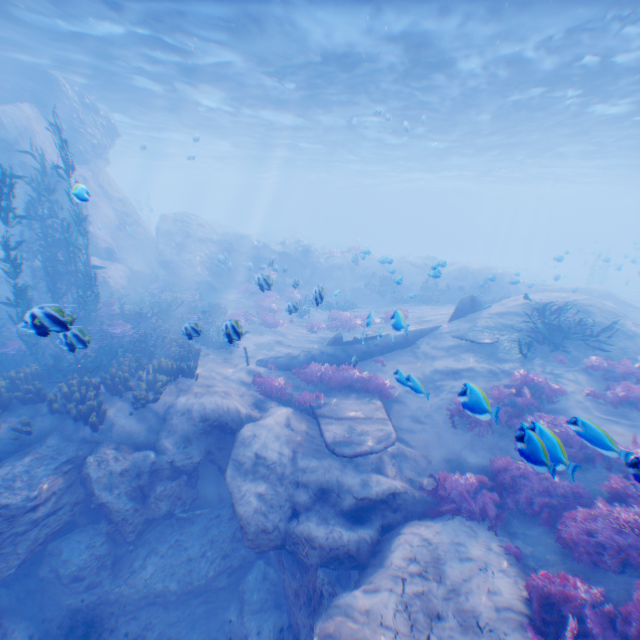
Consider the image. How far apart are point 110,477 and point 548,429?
9.21m

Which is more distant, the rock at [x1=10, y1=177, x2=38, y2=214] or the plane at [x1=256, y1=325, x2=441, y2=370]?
the rock at [x1=10, y1=177, x2=38, y2=214]

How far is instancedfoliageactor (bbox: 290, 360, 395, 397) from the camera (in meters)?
11.06

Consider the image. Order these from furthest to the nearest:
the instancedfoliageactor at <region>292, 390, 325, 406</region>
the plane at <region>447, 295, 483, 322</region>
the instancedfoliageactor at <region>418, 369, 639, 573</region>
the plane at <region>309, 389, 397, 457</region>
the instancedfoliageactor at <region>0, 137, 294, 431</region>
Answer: the plane at <region>447, 295, 483, 322</region> < the instancedfoliageactor at <region>292, 390, 325, 406</region> < the instancedfoliageactor at <region>0, 137, 294, 431</region> < the plane at <region>309, 389, 397, 457</region> < the instancedfoliageactor at <region>418, 369, 639, 573</region>

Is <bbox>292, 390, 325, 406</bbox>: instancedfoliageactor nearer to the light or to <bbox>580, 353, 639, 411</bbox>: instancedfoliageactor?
<bbox>580, 353, 639, 411</bbox>: instancedfoliageactor

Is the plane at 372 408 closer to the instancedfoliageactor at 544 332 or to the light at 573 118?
the instancedfoliageactor at 544 332

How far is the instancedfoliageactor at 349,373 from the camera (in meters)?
11.06
